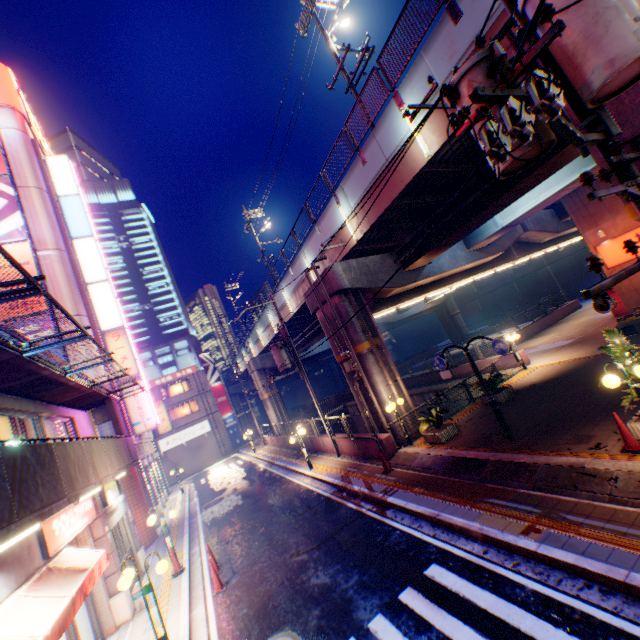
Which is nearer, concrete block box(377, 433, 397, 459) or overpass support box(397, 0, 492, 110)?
overpass support box(397, 0, 492, 110)

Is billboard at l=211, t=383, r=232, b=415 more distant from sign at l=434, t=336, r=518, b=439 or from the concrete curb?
sign at l=434, t=336, r=518, b=439

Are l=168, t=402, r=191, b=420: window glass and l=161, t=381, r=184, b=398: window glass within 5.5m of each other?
yes

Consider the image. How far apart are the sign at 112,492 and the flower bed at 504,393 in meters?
15.7 m

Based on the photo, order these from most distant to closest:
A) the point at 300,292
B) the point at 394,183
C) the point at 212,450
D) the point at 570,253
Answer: the point at 570,253
the point at 212,450
the point at 300,292
the point at 394,183

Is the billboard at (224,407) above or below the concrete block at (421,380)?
above

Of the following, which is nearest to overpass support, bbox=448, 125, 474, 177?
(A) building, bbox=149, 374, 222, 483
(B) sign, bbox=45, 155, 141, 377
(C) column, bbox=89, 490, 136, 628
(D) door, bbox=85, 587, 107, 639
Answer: (A) building, bbox=149, 374, 222, 483

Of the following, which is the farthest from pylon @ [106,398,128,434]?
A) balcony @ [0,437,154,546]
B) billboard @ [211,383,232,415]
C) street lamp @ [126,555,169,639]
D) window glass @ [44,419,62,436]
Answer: billboard @ [211,383,232,415]
